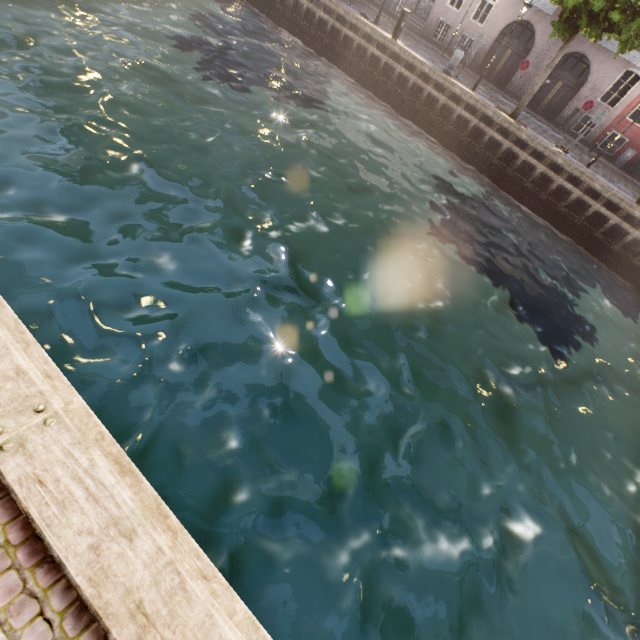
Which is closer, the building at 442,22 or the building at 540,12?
the building at 540,12

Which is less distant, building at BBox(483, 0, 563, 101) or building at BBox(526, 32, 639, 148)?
building at BBox(526, 32, 639, 148)

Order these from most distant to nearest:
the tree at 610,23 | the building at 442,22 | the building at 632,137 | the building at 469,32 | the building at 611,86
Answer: the building at 442,22 → the building at 469,32 → the building at 632,137 → the building at 611,86 → the tree at 610,23

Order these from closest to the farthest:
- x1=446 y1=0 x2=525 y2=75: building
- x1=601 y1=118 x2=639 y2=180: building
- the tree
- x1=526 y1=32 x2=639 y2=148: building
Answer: the tree < x1=526 y1=32 x2=639 y2=148: building < x1=601 y1=118 x2=639 y2=180: building < x1=446 y1=0 x2=525 y2=75: building

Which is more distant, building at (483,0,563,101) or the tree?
building at (483,0,563,101)

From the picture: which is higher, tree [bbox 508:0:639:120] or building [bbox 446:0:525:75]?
tree [bbox 508:0:639:120]

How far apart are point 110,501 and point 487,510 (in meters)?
5.83
